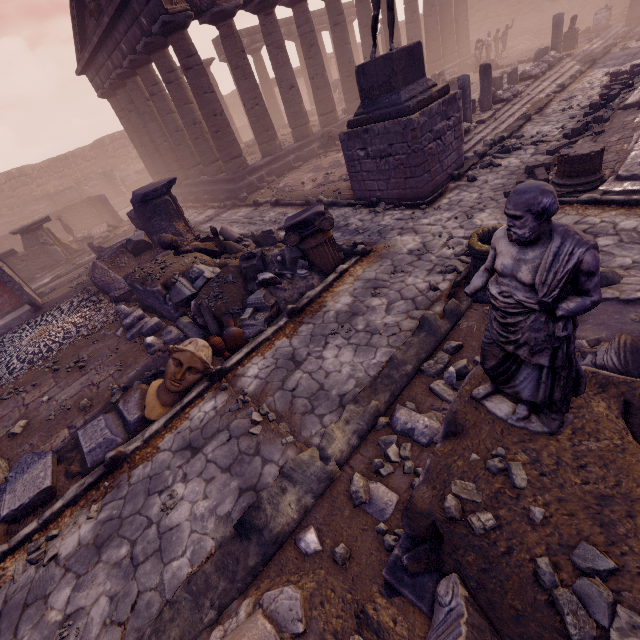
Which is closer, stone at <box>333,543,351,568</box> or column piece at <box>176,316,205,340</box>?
stone at <box>333,543,351,568</box>

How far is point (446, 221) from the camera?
7.3m

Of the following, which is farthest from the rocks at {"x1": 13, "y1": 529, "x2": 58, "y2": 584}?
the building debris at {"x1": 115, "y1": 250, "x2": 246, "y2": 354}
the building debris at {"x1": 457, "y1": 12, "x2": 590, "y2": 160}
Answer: the building debris at {"x1": 457, "y1": 12, "x2": 590, "y2": 160}

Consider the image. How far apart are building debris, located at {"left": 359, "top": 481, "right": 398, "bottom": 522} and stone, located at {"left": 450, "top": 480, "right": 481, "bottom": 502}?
0.9m

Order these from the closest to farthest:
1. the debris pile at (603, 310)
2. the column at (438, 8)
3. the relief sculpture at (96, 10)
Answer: the debris pile at (603, 310)
the relief sculpture at (96, 10)
the column at (438, 8)

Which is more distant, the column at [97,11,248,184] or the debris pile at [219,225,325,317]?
the column at [97,11,248,184]

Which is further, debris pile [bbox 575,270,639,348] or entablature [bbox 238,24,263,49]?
entablature [bbox 238,24,263,49]

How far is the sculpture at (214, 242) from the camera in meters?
7.5 m
